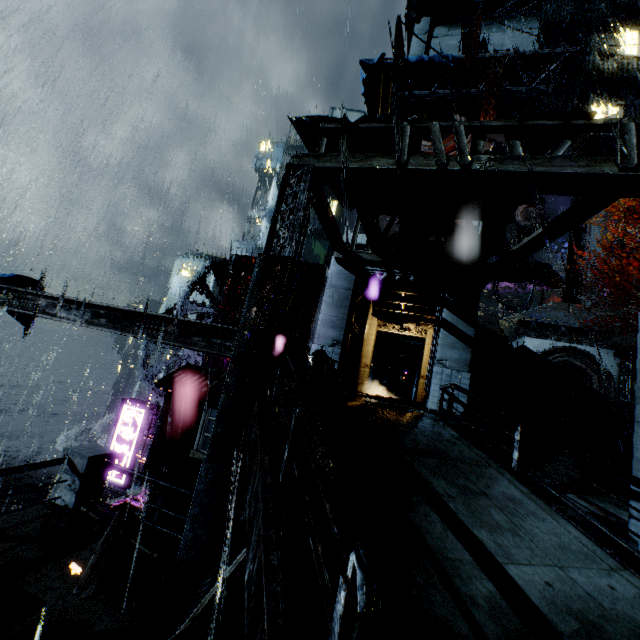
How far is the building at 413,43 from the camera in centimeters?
4378cm

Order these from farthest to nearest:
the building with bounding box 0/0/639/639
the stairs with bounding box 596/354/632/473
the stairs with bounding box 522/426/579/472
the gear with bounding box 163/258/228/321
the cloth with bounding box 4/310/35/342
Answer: the gear with bounding box 163/258/228/321 → the stairs with bounding box 596/354/632/473 → the stairs with bounding box 522/426/579/472 → the cloth with bounding box 4/310/35/342 → the building with bounding box 0/0/639/639

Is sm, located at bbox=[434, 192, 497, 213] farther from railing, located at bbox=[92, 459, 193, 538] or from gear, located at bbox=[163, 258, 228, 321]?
gear, located at bbox=[163, 258, 228, 321]

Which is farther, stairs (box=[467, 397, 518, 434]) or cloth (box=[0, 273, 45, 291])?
stairs (box=[467, 397, 518, 434])

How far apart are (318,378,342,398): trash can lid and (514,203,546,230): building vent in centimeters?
3265cm

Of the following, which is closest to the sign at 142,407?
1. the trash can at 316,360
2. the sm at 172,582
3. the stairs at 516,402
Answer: the trash can at 316,360

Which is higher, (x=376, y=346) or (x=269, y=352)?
(x=376, y=346)

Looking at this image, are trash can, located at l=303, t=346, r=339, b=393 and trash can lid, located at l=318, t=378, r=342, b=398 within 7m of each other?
yes
